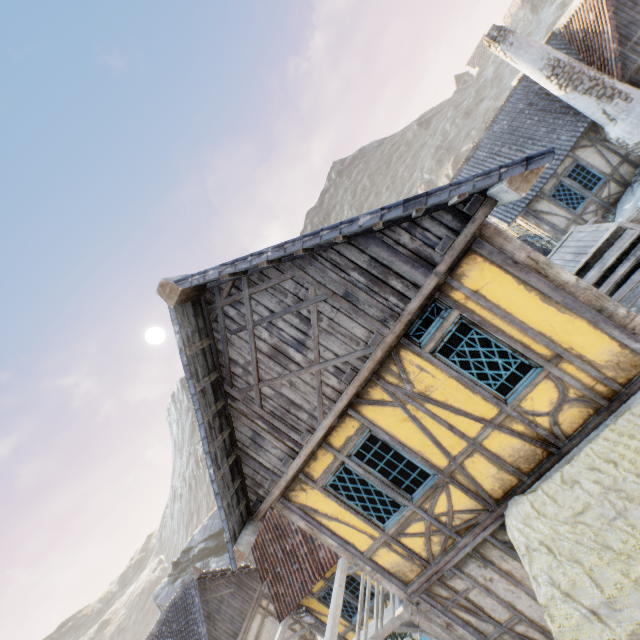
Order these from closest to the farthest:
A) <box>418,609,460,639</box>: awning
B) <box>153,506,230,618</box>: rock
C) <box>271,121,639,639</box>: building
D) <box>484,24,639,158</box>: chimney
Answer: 1. <box>271,121,639,639</box>: building
2. <box>418,609,460,639</box>: awning
3. <box>484,24,639,158</box>: chimney
4. <box>153,506,230,618</box>: rock

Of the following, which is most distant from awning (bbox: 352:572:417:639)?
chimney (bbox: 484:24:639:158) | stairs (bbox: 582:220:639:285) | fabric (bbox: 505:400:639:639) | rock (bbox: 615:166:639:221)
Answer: chimney (bbox: 484:24:639:158)

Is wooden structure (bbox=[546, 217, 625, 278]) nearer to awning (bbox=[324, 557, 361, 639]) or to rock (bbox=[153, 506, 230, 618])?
awning (bbox=[324, 557, 361, 639])

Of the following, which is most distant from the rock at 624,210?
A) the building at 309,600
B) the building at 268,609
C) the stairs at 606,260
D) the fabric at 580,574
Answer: the building at 268,609

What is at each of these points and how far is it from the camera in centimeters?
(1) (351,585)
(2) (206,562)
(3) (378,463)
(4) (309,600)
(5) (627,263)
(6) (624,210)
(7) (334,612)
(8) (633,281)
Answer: (1) building, 986cm
(2) rock, 2820cm
(3) building, 525cm
(4) building, 1038cm
(5) stairs, 627cm
(6) rock, 1187cm
(7) awning, 772cm
(8) stairs, 609cm

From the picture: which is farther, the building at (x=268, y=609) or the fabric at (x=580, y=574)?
the building at (x=268, y=609)

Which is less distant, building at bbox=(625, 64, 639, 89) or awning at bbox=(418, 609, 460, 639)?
awning at bbox=(418, 609, 460, 639)

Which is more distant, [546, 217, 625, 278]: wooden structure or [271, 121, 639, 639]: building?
[546, 217, 625, 278]: wooden structure
